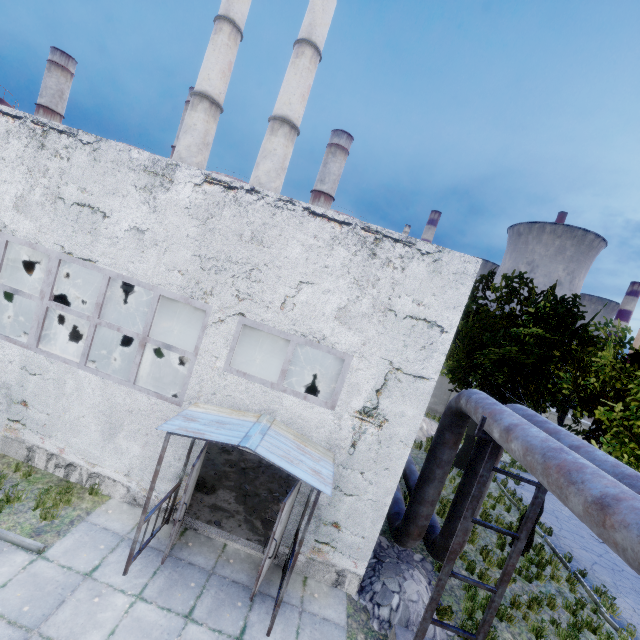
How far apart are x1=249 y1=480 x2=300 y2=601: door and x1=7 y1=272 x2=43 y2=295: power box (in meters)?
16.36

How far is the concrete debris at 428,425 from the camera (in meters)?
19.31

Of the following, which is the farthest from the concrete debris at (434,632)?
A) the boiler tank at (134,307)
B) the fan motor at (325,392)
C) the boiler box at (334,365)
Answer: the boiler tank at (134,307)

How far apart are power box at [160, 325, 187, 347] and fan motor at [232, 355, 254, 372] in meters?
2.1 m

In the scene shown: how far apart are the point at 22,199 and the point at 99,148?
2.25m

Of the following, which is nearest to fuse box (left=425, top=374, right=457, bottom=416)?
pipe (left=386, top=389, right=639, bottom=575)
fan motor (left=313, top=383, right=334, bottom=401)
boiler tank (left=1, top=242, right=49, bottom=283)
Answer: pipe (left=386, top=389, right=639, bottom=575)

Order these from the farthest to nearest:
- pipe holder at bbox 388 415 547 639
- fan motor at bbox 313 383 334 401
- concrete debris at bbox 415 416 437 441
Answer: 1. concrete debris at bbox 415 416 437 441
2. fan motor at bbox 313 383 334 401
3. pipe holder at bbox 388 415 547 639

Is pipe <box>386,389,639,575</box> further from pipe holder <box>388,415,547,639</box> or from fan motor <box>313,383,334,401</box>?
fan motor <box>313,383,334,401</box>
